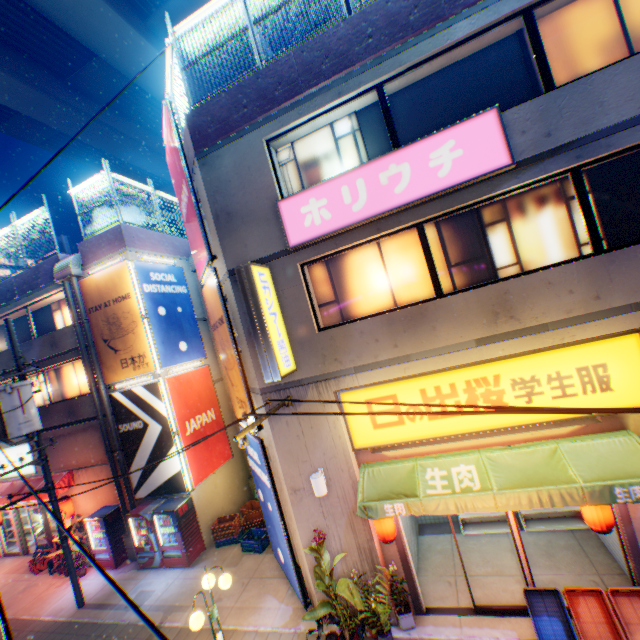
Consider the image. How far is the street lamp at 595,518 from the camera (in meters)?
5.68

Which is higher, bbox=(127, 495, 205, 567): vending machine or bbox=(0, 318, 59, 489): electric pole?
bbox=(0, 318, 59, 489): electric pole

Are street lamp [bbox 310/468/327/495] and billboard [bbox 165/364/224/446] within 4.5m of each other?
no

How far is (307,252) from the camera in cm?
721

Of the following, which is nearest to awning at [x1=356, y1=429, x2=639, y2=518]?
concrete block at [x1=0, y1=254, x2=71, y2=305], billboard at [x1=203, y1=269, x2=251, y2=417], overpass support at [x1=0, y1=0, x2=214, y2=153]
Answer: billboard at [x1=203, y1=269, x2=251, y2=417]

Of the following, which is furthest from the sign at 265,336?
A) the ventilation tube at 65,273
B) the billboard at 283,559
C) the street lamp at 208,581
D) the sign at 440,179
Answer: the ventilation tube at 65,273

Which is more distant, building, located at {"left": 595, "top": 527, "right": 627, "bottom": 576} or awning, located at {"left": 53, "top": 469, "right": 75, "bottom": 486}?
awning, located at {"left": 53, "top": 469, "right": 75, "bottom": 486}

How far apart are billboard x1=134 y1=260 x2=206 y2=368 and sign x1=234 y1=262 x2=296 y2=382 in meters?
6.8
